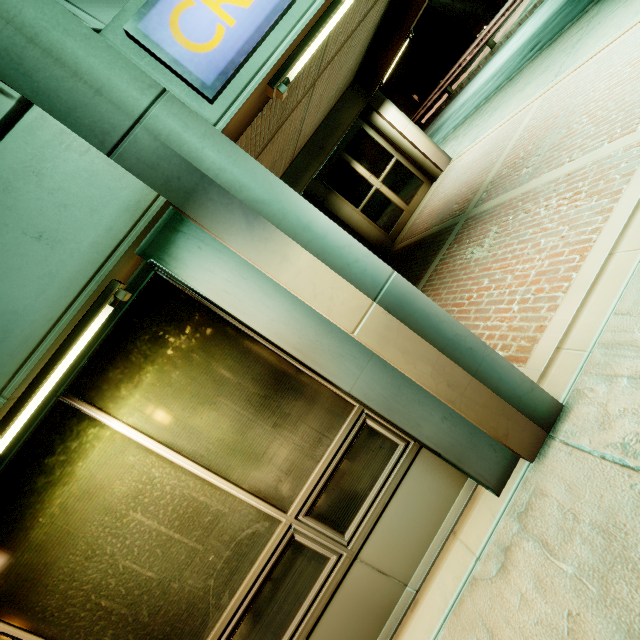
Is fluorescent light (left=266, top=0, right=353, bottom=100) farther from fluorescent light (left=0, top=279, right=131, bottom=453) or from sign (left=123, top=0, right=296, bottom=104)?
fluorescent light (left=0, top=279, right=131, bottom=453)

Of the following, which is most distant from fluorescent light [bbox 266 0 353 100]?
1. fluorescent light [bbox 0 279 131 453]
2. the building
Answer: fluorescent light [bbox 0 279 131 453]

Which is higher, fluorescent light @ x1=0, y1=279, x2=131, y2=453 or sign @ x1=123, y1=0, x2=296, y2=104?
sign @ x1=123, y1=0, x2=296, y2=104

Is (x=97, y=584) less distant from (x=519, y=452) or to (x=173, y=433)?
(x=173, y=433)

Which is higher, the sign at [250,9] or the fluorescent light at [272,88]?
the sign at [250,9]

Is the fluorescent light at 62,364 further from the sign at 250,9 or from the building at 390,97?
the sign at 250,9

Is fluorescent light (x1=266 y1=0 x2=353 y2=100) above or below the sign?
below

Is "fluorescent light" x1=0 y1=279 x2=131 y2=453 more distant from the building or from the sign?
the sign
